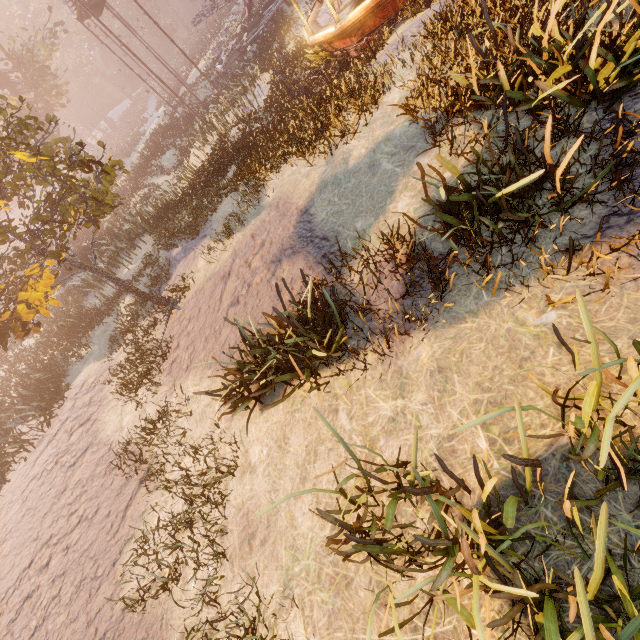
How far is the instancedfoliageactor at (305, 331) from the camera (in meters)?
4.80

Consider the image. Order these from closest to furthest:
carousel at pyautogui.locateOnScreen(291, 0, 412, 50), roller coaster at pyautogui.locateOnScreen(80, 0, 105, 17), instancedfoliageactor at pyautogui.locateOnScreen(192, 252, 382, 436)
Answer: instancedfoliageactor at pyautogui.locateOnScreen(192, 252, 382, 436) → carousel at pyautogui.locateOnScreen(291, 0, 412, 50) → roller coaster at pyautogui.locateOnScreen(80, 0, 105, 17)

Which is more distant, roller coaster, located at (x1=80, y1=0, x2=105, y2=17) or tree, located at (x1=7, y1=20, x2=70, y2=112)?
tree, located at (x1=7, y1=20, x2=70, y2=112)

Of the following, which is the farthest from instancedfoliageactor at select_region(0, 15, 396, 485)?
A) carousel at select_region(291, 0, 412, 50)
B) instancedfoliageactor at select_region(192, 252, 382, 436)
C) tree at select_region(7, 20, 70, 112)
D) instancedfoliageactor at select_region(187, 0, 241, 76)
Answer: instancedfoliageactor at select_region(187, 0, 241, 76)

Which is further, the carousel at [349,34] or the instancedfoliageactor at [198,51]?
the instancedfoliageactor at [198,51]

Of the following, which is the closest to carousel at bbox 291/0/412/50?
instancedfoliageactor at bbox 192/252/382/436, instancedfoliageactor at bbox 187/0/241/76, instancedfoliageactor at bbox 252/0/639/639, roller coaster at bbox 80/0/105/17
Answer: roller coaster at bbox 80/0/105/17

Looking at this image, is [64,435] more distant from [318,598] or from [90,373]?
[318,598]

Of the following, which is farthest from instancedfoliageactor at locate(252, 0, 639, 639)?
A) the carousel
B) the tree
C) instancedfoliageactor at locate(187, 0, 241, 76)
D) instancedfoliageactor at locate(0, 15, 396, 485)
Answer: instancedfoliageactor at locate(187, 0, 241, 76)
